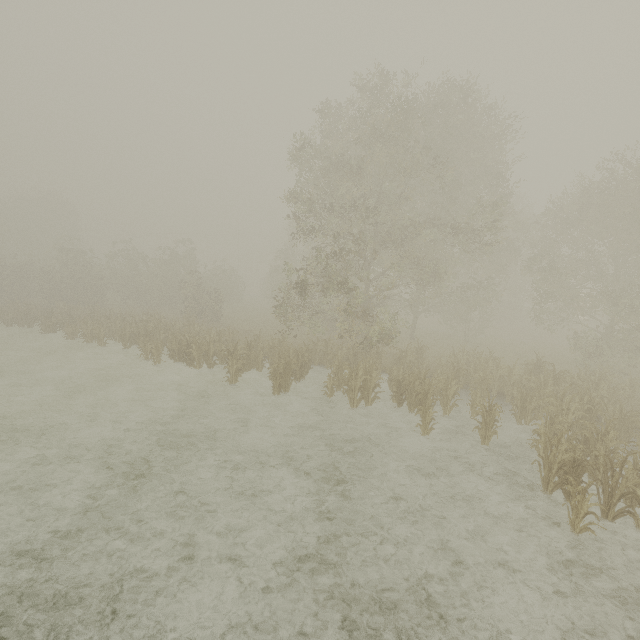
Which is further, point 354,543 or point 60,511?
point 60,511
